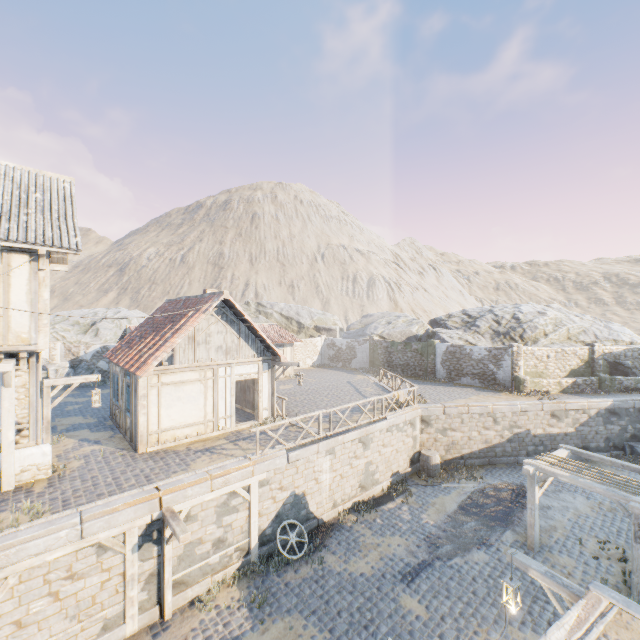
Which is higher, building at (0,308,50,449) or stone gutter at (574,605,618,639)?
building at (0,308,50,449)

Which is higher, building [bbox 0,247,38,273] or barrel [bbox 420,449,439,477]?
building [bbox 0,247,38,273]

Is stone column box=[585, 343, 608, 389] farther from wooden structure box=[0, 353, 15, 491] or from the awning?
wooden structure box=[0, 353, 15, 491]

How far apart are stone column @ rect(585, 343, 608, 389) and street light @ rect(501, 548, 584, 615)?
20.4 meters

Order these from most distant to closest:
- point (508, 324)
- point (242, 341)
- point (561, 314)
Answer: point (561, 314) < point (508, 324) < point (242, 341)

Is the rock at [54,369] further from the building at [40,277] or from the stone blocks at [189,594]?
the building at [40,277]

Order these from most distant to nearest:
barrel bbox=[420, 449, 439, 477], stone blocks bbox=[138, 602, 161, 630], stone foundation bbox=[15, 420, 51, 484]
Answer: barrel bbox=[420, 449, 439, 477]
stone foundation bbox=[15, 420, 51, 484]
stone blocks bbox=[138, 602, 161, 630]

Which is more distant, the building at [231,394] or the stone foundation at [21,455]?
the building at [231,394]
